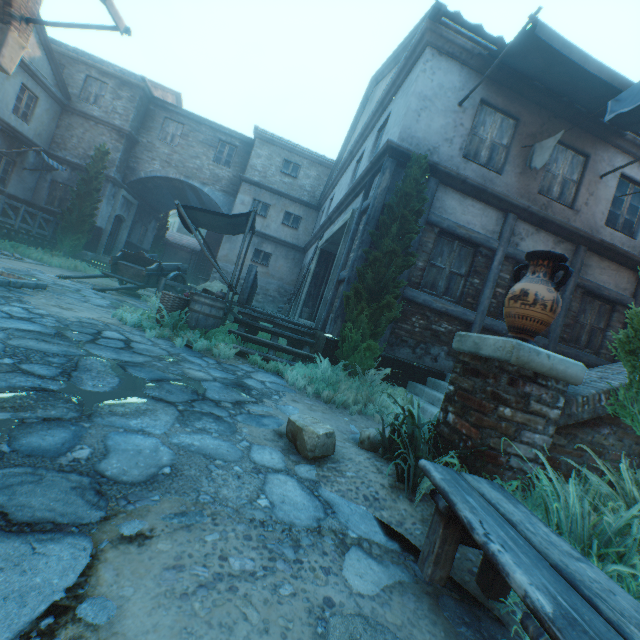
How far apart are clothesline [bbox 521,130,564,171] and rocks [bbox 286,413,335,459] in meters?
6.6

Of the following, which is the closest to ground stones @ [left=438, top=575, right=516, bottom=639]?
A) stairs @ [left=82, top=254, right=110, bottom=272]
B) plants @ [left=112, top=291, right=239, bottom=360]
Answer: plants @ [left=112, top=291, right=239, bottom=360]

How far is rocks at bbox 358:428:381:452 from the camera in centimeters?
324cm

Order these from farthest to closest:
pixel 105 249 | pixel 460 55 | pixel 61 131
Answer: pixel 105 249
pixel 61 131
pixel 460 55

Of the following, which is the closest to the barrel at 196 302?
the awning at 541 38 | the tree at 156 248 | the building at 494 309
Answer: the building at 494 309

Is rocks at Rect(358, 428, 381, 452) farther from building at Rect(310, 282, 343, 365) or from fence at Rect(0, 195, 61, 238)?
fence at Rect(0, 195, 61, 238)

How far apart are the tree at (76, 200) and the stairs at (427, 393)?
15.8 meters

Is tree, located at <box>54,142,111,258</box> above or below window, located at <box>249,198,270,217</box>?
below
